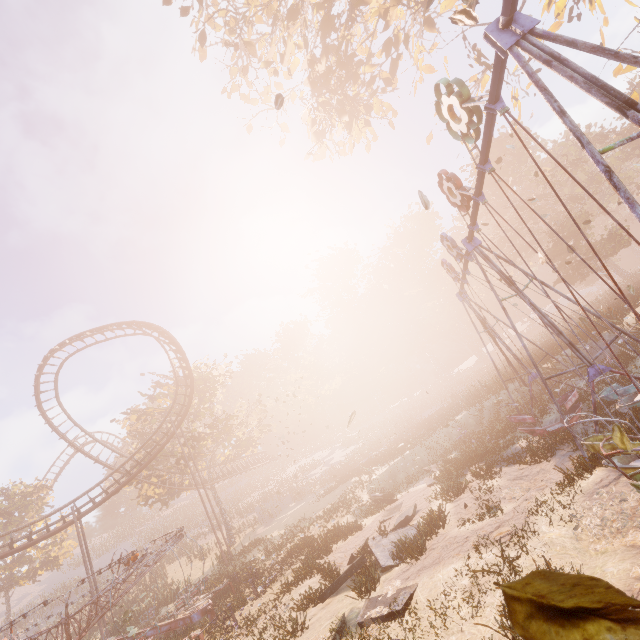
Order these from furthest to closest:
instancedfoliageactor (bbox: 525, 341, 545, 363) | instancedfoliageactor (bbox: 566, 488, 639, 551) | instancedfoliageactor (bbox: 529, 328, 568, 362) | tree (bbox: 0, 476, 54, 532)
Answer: tree (bbox: 0, 476, 54, 532)
instancedfoliageactor (bbox: 525, 341, 545, 363)
instancedfoliageactor (bbox: 529, 328, 568, 362)
instancedfoliageactor (bbox: 566, 488, 639, 551)

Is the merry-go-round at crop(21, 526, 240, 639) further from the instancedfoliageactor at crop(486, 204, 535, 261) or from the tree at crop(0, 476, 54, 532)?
the tree at crop(0, 476, 54, 532)

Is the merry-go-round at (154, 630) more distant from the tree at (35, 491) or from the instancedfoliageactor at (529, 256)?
the tree at (35, 491)

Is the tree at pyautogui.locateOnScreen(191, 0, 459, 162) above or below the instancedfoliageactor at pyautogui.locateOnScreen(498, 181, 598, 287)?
above

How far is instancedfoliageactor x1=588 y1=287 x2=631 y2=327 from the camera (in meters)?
15.91

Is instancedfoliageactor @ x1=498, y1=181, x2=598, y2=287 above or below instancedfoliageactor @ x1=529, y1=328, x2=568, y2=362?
above

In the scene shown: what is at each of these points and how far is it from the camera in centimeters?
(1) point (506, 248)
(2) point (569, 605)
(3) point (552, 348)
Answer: (1) instancedfoliageactor, 5188cm
(2) leaf, 86cm
(3) instancedfoliageactor, 2308cm

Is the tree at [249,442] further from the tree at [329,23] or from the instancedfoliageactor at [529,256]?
the tree at [329,23]
